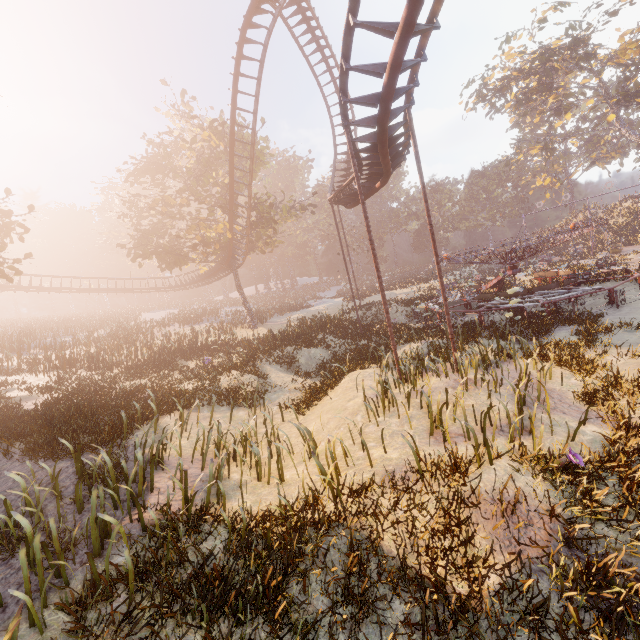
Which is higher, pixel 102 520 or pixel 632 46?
pixel 632 46

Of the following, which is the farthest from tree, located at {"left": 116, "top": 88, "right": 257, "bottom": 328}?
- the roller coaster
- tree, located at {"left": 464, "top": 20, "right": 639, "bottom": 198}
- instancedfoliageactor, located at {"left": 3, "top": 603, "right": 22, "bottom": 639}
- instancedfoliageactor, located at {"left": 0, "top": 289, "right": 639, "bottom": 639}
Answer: tree, located at {"left": 464, "top": 20, "right": 639, "bottom": 198}

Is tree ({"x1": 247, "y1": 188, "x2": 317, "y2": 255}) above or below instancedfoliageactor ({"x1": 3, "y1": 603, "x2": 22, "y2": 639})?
above

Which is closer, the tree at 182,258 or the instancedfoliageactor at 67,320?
the instancedfoliageactor at 67,320

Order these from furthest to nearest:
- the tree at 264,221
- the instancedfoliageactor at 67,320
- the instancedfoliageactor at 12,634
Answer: → the tree at 264,221, the instancedfoliageactor at 67,320, the instancedfoliageactor at 12,634

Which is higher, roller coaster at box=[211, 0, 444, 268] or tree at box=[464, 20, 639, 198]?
tree at box=[464, 20, 639, 198]

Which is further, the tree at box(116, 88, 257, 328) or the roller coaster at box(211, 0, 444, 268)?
the tree at box(116, 88, 257, 328)

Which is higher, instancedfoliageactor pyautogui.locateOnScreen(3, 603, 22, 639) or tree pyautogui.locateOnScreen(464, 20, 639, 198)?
tree pyautogui.locateOnScreen(464, 20, 639, 198)
